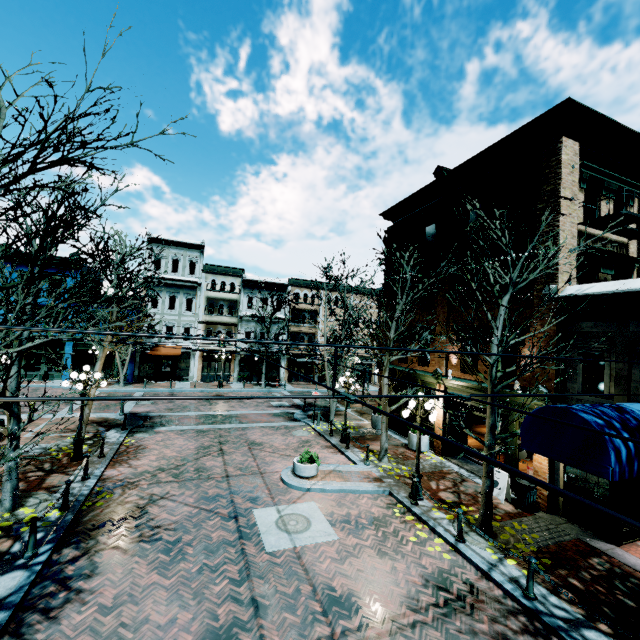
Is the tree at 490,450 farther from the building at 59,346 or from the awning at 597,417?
the building at 59,346

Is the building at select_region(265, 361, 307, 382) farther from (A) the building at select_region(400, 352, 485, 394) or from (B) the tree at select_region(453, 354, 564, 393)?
(A) the building at select_region(400, 352, 485, 394)

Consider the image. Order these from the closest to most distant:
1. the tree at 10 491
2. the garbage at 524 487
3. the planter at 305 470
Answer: the tree at 10 491, the garbage at 524 487, the planter at 305 470

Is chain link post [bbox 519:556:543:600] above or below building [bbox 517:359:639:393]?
below

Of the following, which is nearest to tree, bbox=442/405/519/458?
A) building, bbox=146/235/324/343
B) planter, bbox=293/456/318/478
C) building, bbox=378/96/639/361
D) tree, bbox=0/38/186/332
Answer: building, bbox=378/96/639/361

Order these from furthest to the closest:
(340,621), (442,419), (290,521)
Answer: (442,419)
(290,521)
(340,621)

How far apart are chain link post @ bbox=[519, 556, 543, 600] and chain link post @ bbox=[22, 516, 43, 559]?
11.1m

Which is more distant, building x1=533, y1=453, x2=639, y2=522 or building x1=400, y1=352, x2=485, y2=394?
building x1=400, y1=352, x2=485, y2=394
